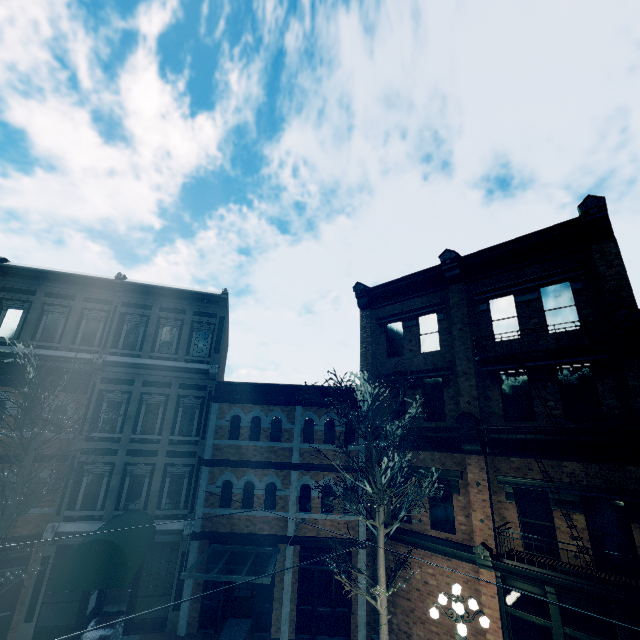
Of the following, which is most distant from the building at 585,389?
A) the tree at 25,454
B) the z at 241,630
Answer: the tree at 25,454

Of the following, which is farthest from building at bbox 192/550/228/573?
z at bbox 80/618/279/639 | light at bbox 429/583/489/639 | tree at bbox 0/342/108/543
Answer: light at bbox 429/583/489/639

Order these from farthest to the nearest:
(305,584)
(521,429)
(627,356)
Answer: (305,584)
(521,429)
(627,356)

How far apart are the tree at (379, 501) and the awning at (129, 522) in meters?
7.0

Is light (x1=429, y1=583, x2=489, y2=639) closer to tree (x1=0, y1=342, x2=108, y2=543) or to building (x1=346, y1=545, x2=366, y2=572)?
building (x1=346, y1=545, x2=366, y2=572)

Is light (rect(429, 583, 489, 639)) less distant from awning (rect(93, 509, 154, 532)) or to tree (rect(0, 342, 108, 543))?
awning (rect(93, 509, 154, 532))

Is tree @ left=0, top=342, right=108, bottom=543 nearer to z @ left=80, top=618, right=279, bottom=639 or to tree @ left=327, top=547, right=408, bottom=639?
z @ left=80, top=618, right=279, bottom=639

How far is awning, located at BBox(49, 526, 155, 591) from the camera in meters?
9.2
